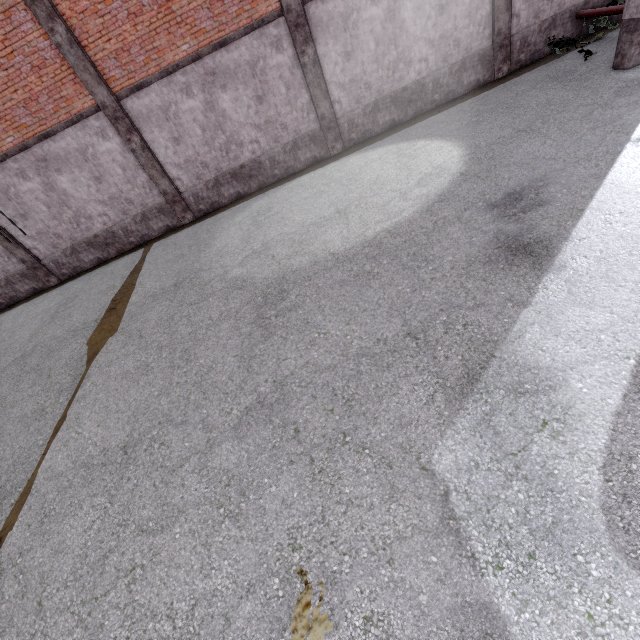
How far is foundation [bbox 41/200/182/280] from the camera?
11.67m

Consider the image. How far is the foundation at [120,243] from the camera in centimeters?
1167cm

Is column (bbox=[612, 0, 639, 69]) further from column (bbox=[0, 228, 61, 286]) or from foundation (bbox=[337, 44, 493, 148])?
column (bbox=[0, 228, 61, 286])

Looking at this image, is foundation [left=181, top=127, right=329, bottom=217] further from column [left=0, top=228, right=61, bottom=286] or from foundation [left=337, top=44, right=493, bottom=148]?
column [left=0, top=228, right=61, bottom=286]

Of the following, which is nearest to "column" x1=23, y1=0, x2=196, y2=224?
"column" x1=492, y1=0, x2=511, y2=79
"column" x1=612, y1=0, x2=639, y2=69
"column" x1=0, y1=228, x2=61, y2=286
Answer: "column" x1=0, y1=228, x2=61, y2=286

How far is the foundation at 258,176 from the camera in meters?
11.1 m

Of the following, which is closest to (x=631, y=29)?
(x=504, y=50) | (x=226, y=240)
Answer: (x=504, y=50)

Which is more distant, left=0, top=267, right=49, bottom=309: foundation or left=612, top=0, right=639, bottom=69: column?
left=0, top=267, right=49, bottom=309: foundation
